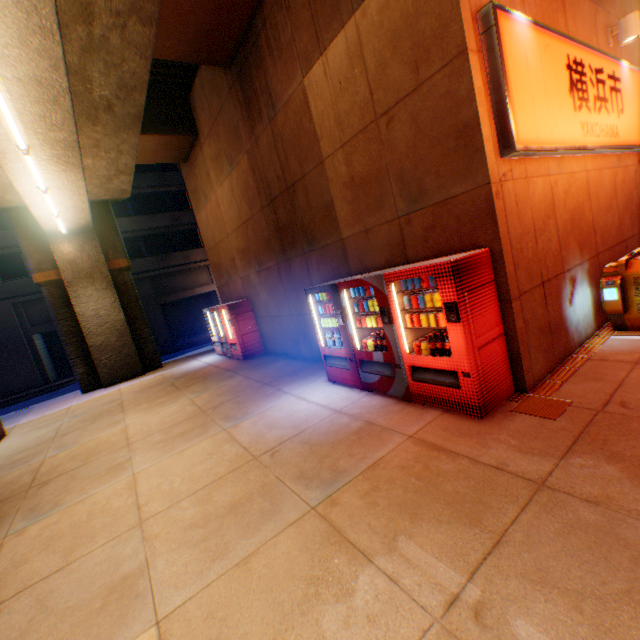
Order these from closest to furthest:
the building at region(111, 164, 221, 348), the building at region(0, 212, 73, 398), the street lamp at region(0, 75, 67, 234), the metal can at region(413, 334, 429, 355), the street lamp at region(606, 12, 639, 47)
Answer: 1. the metal can at region(413, 334, 429, 355)
2. the street lamp at region(0, 75, 67, 234)
3. the street lamp at region(606, 12, 639, 47)
4. the building at region(0, 212, 73, 398)
5. the building at region(111, 164, 221, 348)

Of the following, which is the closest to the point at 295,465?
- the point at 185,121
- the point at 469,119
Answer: the point at 469,119

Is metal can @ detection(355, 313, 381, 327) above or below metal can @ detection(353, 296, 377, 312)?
below

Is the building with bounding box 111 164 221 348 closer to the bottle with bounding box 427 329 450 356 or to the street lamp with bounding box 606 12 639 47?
the bottle with bounding box 427 329 450 356

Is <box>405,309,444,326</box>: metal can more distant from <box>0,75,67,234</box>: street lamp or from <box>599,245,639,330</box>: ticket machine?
<box>0,75,67,234</box>: street lamp

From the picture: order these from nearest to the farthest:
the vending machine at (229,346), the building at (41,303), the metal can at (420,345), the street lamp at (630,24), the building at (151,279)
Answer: the metal can at (420,345) → the street lamp at (630,24) → the vending machine at (229,346) → the building at (41,303) → the building at (151,279)

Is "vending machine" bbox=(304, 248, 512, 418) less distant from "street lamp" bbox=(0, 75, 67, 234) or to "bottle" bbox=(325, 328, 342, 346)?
"bottle" bbox=(325, 328, 342, 346)

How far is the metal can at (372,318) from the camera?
5.20m
